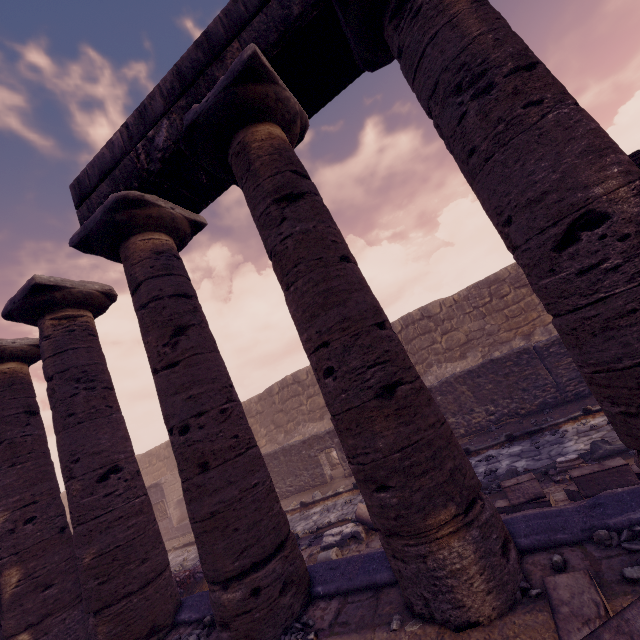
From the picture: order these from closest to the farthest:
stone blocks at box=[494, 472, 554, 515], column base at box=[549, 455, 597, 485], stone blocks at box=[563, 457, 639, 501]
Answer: stone blocks at box=[563, 457, 639, 501] < stone blocks at box=[494, 472, 554, 515] < column base at box=[549, 455, 597, 485]

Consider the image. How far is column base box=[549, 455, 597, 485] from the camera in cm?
548

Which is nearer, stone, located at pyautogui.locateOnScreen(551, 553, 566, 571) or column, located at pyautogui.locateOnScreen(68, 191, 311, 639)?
stone, located at pyautogui.locateOnScreen(551, 553, 566, 571)

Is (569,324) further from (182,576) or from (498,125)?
(182,576)

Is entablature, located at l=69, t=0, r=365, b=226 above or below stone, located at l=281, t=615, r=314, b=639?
above

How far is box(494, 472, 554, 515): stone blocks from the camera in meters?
4.9

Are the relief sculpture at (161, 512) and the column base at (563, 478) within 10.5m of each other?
no

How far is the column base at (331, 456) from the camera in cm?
1462
